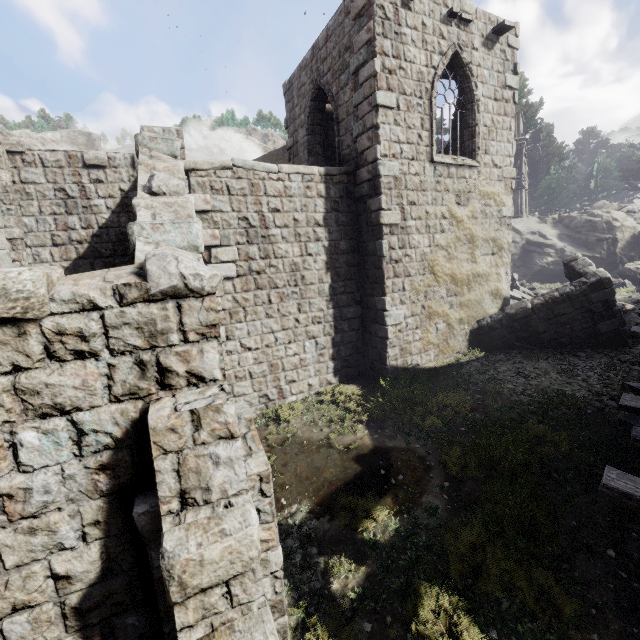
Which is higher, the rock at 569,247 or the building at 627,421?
the rock at 569,247

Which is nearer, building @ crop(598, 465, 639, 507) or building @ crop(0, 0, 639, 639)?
building @ crop(0, 0, 639, 639)

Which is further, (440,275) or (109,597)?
(440,275)

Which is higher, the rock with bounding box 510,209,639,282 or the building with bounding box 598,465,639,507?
the rock with bounding box 510,209,639,282

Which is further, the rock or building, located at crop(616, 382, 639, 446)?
the rock

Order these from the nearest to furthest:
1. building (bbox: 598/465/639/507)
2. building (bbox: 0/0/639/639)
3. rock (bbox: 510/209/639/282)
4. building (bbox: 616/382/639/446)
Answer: building (bbox: 0/0/639/639), building (bbox: 598/465/639/507), building (bbox: 616/382/639/446), rock (bbox: 510/209/639/282)
